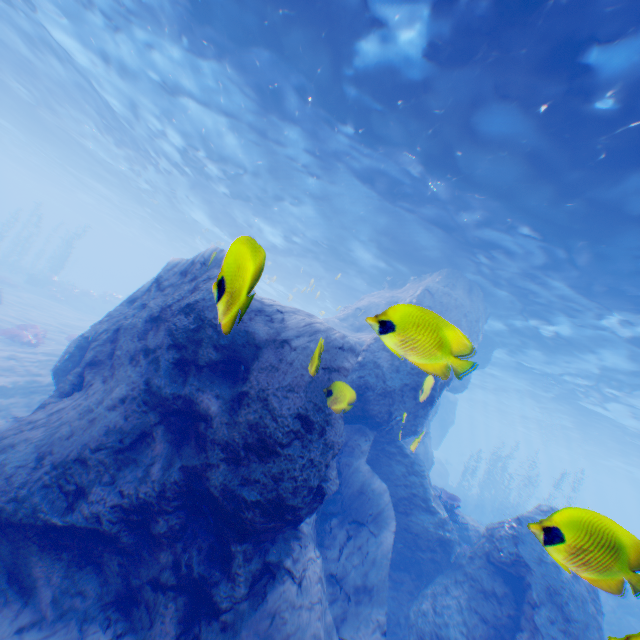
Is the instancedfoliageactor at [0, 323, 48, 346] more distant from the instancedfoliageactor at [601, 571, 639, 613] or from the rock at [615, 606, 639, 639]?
the instancedfoliageactor at [601, 571, 639, 613]

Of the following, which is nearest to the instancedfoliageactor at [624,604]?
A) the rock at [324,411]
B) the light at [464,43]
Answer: the rock at [324,411]

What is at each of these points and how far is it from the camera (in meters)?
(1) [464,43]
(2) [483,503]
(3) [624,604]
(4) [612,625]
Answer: (1) light, 6.49
(2) instancedfoliageactor, 30.11
(3) instancedfoliageactor, 15.06
(4) instancedfoliageactor, 13.98

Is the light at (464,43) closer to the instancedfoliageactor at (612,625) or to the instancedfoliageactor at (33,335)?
the instancedfoliageactor at (612,625)

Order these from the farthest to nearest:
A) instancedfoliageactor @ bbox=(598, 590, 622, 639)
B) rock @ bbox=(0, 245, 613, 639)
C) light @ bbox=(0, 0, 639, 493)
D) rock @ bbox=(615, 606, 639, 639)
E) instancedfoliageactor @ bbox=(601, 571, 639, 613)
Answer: instancedfoliageactor @ bbox=(598, 590, 622, 639), light @ bbox=(0, 0, 639, 493), rock @ bbox=(0, 245, 613, 639), instancedfoliageactor @ bbox=(601, 571, 639, 613), rock @ bbox=(615, 606, 639, 639)

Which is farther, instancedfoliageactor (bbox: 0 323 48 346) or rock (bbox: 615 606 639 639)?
instancedfoliageactor (bbox: 0 323 48 346)

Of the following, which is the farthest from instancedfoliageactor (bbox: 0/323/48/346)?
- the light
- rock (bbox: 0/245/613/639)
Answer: the light

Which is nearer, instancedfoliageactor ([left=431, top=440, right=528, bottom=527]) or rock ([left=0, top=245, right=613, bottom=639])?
rock ([left=0, top=245, right=613, bottom=639])
